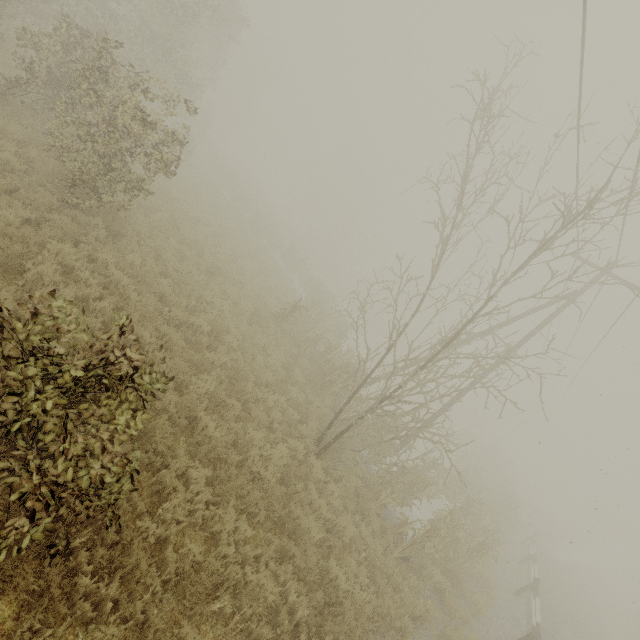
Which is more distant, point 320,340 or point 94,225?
point 320,340

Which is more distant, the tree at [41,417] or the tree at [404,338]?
the tree at [404,338]

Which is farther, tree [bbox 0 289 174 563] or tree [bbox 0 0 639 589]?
tree [bbox 0 0 639 589]
